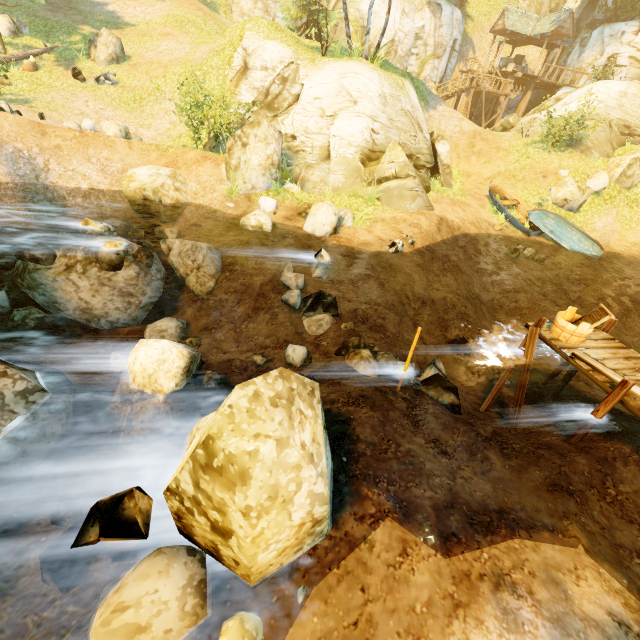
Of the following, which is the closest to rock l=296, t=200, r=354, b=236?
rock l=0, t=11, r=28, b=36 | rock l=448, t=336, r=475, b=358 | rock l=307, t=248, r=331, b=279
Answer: rock l=307, t=248, r=331, b=279

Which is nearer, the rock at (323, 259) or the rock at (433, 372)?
the rock at (433, 372)

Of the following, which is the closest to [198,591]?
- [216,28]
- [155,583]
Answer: [155,583]

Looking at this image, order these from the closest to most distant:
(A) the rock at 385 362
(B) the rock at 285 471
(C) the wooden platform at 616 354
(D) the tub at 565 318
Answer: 1. (B) the rock at 285 471
2. (C) the wooden platform at 616 354
3. (D) the tub at 565 318
4. (A) the rock at 385 362

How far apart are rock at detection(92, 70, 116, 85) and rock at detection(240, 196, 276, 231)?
13.61m

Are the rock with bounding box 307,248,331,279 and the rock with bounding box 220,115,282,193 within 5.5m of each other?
yes

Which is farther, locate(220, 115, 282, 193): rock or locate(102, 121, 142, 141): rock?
locate(102, 121, 142, 141): rock

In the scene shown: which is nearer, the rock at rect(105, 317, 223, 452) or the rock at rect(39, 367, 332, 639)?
the rock at rect(39, 367, 332, 639)
